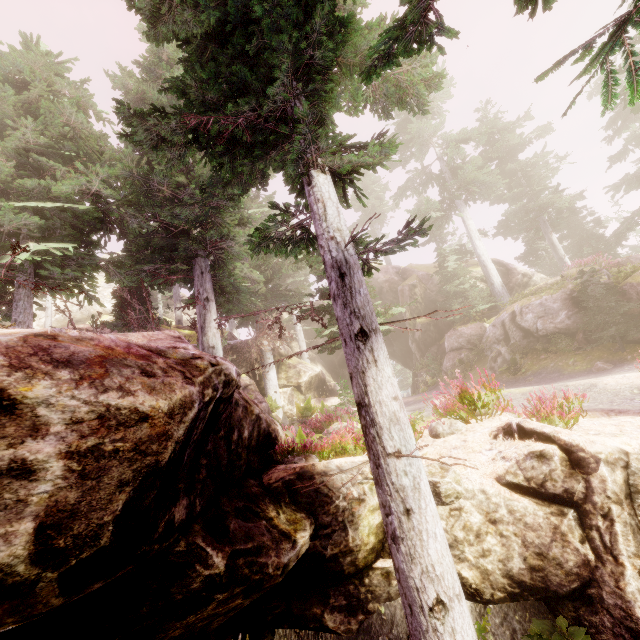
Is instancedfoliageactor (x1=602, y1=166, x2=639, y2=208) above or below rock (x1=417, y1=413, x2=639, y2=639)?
above

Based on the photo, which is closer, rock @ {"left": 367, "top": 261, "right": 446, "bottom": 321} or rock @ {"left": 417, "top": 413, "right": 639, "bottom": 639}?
rock @ {"left": 417, "top": 413, "right": 639, "bottom": 639}

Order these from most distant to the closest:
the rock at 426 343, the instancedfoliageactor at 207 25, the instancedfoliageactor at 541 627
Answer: the rock at 426 343
the instancedfoliageactor at 207 25
the instancedfoliageactor at 541 627

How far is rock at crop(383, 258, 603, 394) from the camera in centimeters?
1537cm

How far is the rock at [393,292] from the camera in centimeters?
2792cm

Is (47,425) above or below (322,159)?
below

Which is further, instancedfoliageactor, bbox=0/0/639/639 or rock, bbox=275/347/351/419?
rock, bbox=275/347/351/419
